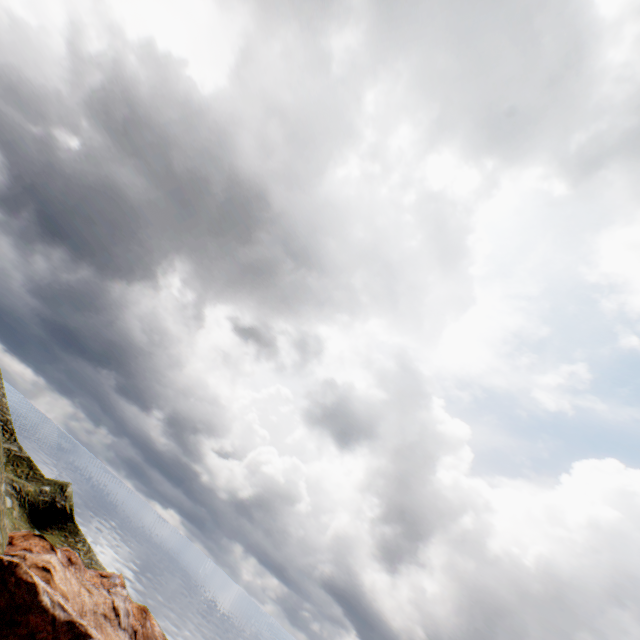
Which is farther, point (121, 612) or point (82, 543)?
point (82, 543)
